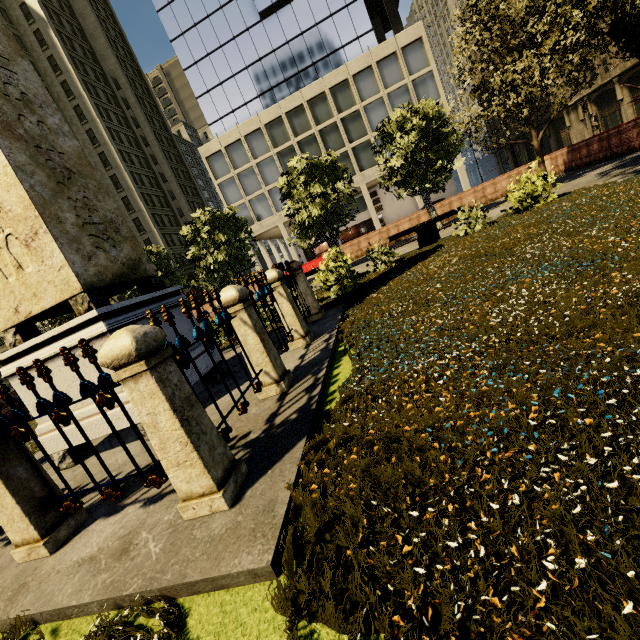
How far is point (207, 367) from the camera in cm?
539

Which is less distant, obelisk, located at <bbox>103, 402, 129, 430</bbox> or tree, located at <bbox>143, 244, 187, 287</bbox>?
obelisk, located at <bbox>103, 402, 129, 430</bbox>

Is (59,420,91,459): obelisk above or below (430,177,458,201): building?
below

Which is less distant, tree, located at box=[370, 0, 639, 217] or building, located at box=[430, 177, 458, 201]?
tree, located at box=[370, 0, 639, 217]

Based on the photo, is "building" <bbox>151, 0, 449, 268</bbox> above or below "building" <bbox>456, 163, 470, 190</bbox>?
above

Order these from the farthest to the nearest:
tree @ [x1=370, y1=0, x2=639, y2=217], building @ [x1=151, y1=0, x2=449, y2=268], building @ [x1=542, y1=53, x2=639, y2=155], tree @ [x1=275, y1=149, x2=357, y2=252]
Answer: building @ [x1=542, y1=53, x2=639, y2=155], building @ [x1=151, y1=0, x2=449, y2=268], tree @ [x1=275, y1=149, x2=357, y2=252], tree @ [x1=370, y1=0, x2=639, y2=217]

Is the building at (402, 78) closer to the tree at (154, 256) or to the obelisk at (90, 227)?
the tree at (154, 256)
